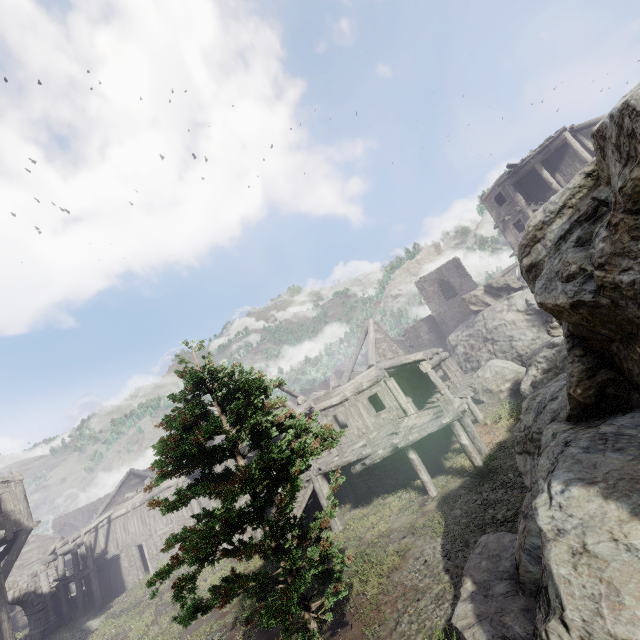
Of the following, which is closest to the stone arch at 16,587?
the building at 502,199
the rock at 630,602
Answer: the building at 502,199

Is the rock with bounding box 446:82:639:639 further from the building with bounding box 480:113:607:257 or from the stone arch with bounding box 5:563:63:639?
the stone arch with bounding box 5:563:63:639

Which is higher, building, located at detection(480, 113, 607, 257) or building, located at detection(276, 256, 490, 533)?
building, located at detection(480, 113, 607, 257)

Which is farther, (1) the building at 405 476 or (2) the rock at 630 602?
(1) the building at 405 476

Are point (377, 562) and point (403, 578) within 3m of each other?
yes

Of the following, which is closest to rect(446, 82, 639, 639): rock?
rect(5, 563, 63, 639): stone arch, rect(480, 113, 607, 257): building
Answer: rect(480, 113, 607, 257): building

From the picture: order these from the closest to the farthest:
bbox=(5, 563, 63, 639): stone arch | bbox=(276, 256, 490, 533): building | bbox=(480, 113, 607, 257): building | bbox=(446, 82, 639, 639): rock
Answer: bbox=(446, 82, 639, 639): rock, bbox=(276, 256, 490, 533): building, bbox=(480, 113, 607, 257): building, bbox=(5, 563, 63, 639): stone arch
